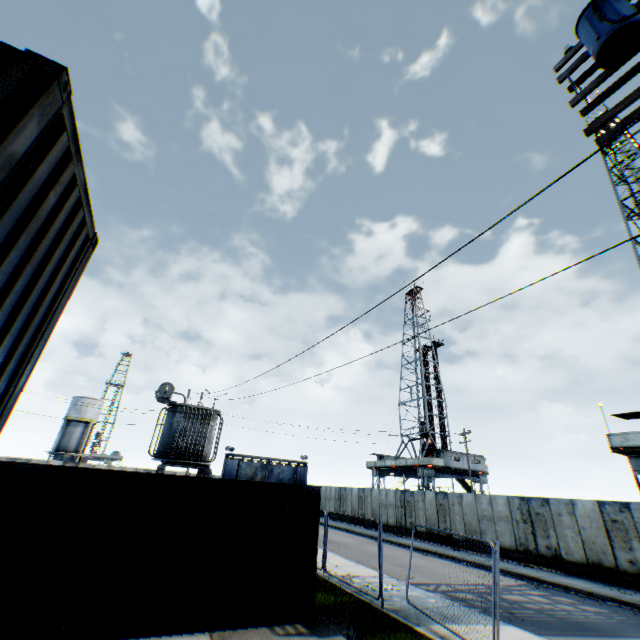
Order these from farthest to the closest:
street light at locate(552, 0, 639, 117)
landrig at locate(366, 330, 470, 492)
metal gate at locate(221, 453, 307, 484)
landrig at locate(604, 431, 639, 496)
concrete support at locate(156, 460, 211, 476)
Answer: metal gate at locate(221, 453, 307, 484), landrig at locate(366, 330, 470, 492), landrig at locate(604, 431, 639, 496), concrete support at locate(156, 460, 211, 476), street light at locate(552, 0, 639, 117)

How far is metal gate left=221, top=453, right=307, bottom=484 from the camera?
39.09m

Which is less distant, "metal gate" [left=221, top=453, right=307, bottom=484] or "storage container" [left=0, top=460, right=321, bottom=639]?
"storage container" [left=0, top=460, right=321, bottom=639]

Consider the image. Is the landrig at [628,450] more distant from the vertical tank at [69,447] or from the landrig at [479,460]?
the vertical tank at [69,447]

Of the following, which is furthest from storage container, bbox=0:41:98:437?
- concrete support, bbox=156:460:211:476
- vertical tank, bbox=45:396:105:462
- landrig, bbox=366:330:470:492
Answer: Answer: vertical tank, bbox=45:396:105:462

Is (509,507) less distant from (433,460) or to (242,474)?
(433,460)

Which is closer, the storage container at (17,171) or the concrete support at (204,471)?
the storage container at (17,171)

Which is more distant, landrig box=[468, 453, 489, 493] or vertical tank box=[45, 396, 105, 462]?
vertical tank box=[45, 396, 105, 462]
